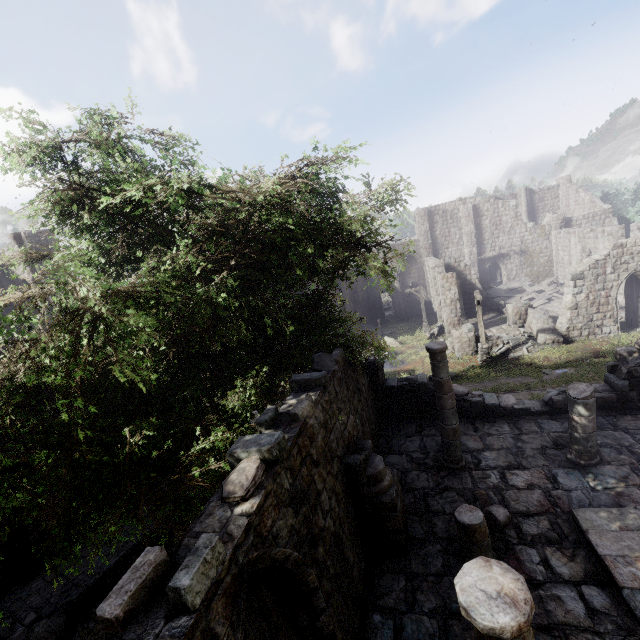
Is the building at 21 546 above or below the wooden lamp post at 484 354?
above

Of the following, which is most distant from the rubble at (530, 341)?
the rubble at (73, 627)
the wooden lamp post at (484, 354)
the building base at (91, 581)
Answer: the rubble at (73, 627)

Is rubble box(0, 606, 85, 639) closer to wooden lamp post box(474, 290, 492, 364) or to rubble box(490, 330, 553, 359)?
wooden lamp post box(474, 290, 492, 364)

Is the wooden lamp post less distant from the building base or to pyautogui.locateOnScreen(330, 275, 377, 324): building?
pyautogui.locateOnScreen(330, 275, 377, 324): building

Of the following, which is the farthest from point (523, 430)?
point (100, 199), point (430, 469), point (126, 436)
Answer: point (100, 199)

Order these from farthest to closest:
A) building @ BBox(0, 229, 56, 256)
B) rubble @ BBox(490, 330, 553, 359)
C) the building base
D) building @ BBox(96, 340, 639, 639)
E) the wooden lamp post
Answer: rubble @ BBox(490, 330, 553, 359)
the wooden lamp post
building @ BBox(0, 229, 56, 256)
the building base
building @ BBox(96, 340, 639, 639)

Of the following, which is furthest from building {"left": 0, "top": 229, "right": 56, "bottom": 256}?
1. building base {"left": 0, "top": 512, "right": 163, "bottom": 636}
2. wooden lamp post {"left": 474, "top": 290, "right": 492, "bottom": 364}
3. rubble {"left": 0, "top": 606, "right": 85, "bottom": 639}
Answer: rubble {"left": 0, "top": 606, "right": 85, "bottom": 639}
